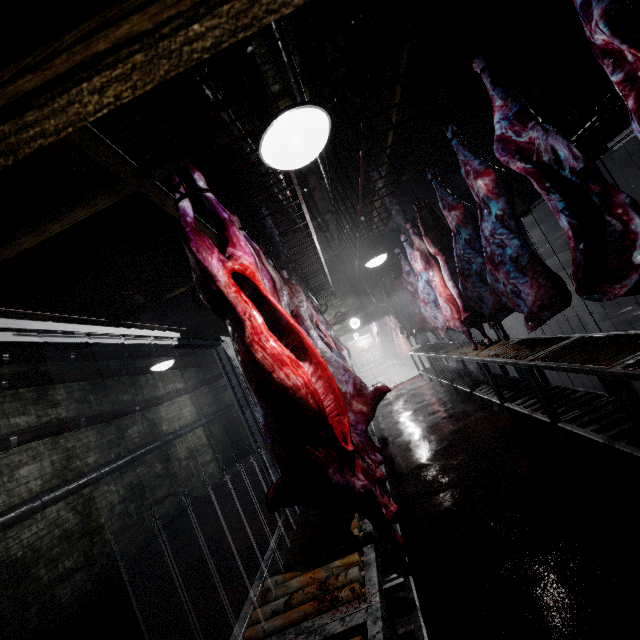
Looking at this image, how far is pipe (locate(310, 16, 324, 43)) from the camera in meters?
2.6 m

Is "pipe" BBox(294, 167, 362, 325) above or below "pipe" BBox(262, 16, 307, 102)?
below

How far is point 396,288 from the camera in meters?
7.1

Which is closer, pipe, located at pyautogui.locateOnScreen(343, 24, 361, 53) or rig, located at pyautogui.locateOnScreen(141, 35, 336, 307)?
rig, located at pyautogui.locateOnScreen(141, 35, 336, 307)

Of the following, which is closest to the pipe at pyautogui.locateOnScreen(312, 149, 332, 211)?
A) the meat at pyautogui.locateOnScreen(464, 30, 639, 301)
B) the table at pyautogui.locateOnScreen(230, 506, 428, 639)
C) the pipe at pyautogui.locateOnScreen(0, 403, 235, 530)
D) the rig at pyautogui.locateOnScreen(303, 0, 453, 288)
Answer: the rig at pyautogui.locateOnScreen(303, 0, 453, 288)

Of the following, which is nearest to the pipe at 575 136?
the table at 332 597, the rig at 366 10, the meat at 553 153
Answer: the rig at 366 10

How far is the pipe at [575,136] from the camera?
4.6m
